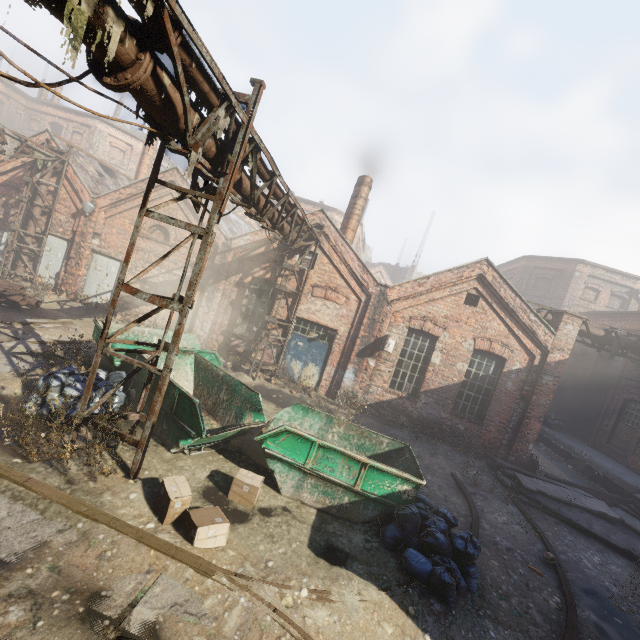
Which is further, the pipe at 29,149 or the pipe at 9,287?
the pipe at 29,149

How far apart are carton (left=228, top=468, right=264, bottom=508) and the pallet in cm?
1169

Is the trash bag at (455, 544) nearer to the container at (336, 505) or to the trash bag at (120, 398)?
the container at (336, 505)

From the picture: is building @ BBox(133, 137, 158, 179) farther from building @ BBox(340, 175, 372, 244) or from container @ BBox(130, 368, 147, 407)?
container @ BBox(130, 368, 147, 407)

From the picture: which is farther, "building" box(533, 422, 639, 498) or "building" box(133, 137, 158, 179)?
"building" box(133, 137, 158, 179)

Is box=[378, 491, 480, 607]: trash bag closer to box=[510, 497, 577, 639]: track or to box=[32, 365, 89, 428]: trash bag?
box=[510, 497, 577, 639]: track

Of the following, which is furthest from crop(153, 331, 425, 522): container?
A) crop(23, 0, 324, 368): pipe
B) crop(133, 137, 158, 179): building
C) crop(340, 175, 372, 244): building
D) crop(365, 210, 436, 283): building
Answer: crop(365, 210, 436, 283): building

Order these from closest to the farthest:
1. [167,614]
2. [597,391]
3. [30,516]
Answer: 1. [167,614]
2. [30,516]
3. [597,391]
